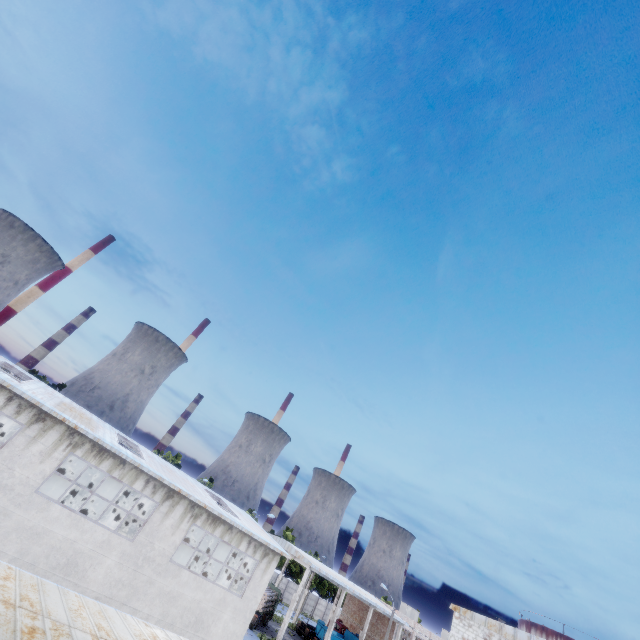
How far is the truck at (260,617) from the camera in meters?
35.7

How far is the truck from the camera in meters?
35.7 m

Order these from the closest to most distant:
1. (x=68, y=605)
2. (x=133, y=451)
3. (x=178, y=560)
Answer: (x=68, y=605) < (x=133, y=451) < (x=178, y=560)
